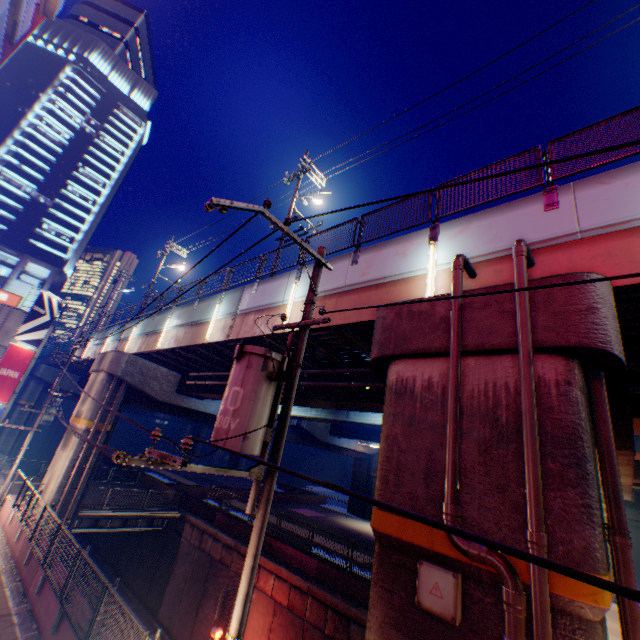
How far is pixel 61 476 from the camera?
17.2 meters

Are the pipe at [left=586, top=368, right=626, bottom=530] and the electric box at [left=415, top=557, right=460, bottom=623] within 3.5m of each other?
yes

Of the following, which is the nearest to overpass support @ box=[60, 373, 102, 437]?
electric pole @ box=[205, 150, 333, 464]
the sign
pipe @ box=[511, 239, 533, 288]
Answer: pipe @ box=[511, 239, 533, 288]

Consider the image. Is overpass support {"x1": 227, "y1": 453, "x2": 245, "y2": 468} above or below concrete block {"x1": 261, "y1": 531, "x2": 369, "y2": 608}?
above

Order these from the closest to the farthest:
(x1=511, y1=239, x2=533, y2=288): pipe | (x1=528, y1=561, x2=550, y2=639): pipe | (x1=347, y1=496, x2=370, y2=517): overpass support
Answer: (x1=528, y1=561, x2=550, y2=639): pipe < (x1=511, y1=239, x2=533, y2=288): pipe < (x1=347, y1=496, x2=370, y2=517): overpass support

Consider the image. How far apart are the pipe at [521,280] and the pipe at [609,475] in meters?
0.9

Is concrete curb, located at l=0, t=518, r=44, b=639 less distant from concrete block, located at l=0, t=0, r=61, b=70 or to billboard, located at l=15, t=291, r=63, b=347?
billboard, located at l=15, t=291, r=63, b=347

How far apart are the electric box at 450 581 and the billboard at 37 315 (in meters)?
32.35
